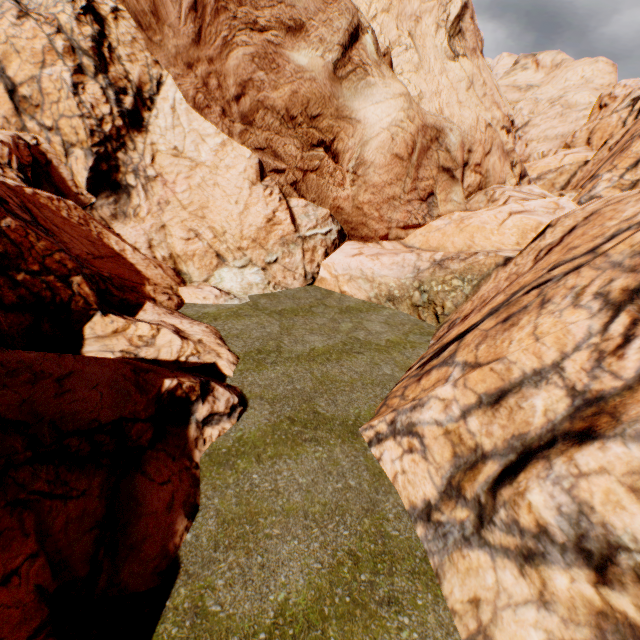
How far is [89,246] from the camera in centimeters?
1076cm
